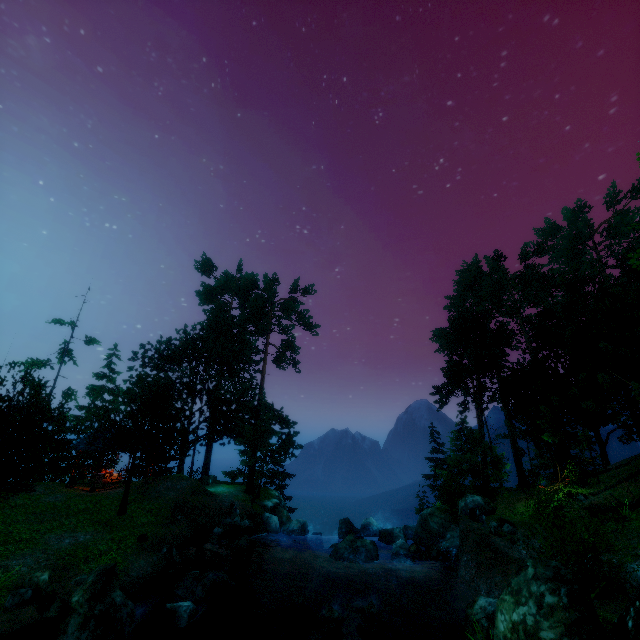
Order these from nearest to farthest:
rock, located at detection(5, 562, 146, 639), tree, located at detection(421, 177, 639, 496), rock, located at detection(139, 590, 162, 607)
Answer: rock, located at detection(5, 562, 146, 639)
rock, located at detection(139, 590, 162, 607)
tree, located at detection(421, 177, 639, 496)

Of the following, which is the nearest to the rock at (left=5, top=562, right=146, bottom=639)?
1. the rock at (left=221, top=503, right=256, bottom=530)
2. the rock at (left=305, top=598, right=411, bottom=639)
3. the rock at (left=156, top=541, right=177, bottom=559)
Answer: the rock at (left=305, top=598, right=411, bottom=639)

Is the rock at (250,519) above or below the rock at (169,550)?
above

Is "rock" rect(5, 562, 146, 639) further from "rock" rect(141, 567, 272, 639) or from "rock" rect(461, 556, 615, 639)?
"rock" rect(461, 556, 615, 639)

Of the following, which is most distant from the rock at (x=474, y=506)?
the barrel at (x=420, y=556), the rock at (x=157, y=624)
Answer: the rock at (x=157, y=624)

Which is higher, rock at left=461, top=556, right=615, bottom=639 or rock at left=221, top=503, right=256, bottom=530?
rock at left=461, top=556, right=615, bottom=639

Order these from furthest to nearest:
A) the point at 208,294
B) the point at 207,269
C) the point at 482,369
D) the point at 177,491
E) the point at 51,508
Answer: the point at 207,269 < the point at 208,294 < the point at 482,369 < the point at 177,491 < the point at 51,508

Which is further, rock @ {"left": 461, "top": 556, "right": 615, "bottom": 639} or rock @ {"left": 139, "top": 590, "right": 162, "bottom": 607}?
rock @ {"left": 139, "top": 590, "right": 162, "bottom": 607}
